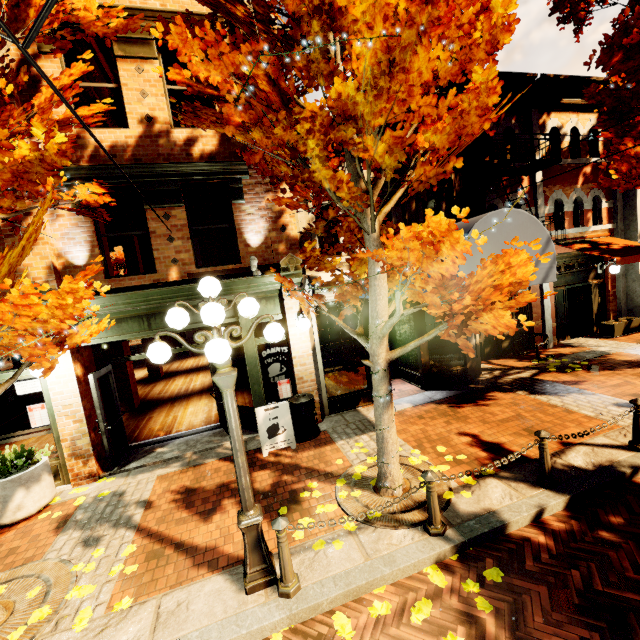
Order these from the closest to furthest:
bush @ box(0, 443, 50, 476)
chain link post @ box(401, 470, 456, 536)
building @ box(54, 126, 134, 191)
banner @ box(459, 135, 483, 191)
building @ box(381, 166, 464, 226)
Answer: chain link post @ box(401, 470, 456, 536)
bush @ box(0, 443, 50, 476)
building @ box(54, 126, 134, 191)
banner @ box(459, 135, 483, 191)
building @ box(381, 166, 464, 226)

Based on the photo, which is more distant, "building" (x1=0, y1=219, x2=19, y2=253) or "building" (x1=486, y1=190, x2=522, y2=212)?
"building" (x1=486, y1=190, x2=522, y2=212)

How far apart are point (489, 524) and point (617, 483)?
2.31m

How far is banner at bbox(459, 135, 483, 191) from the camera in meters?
8.3

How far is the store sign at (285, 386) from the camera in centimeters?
789cm

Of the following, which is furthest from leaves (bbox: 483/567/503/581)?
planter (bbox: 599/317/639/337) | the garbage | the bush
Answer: planter (bbox: 599/317/639/337)

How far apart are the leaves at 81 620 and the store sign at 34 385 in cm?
455
